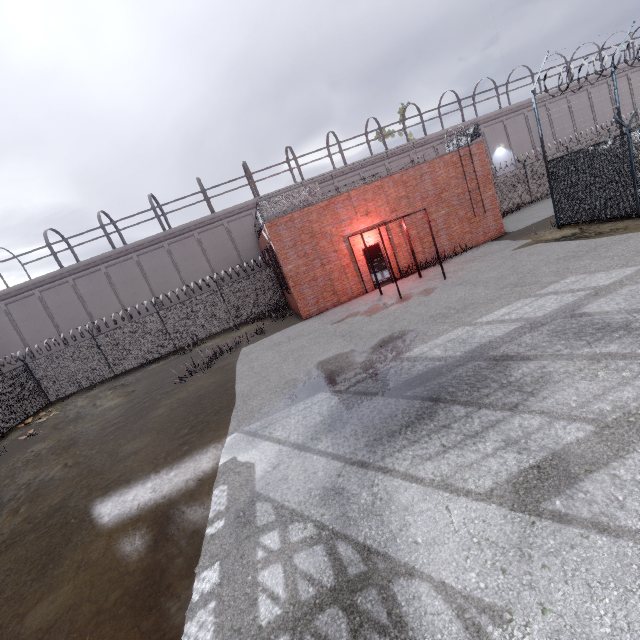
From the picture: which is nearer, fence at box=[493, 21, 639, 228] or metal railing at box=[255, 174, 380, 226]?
fence at box=[493, 21, 639, 228]

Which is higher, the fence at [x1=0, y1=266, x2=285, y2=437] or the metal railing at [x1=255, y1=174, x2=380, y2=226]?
the metal railing at [x1=255, y1=174, x2=380, y2=226]

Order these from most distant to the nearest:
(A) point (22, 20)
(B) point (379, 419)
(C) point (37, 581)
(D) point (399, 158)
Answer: (A) point (22, 20), (D) point (399, 158), (B) point (379, 419), (C) point (37, 581)

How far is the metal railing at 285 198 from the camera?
14.9 meters

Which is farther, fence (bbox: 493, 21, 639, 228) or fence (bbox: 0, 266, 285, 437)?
fence (bbox: 0, 266, 285, 437)

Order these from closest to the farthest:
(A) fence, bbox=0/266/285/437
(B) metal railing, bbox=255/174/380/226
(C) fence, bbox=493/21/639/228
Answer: (C) fence, bbox=493/21/639/228, (B) metal railing, bbox=255/174/380/226, (A) fence, bbox=0/266/285/437

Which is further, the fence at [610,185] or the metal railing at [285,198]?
the metal railing at [285,198]
